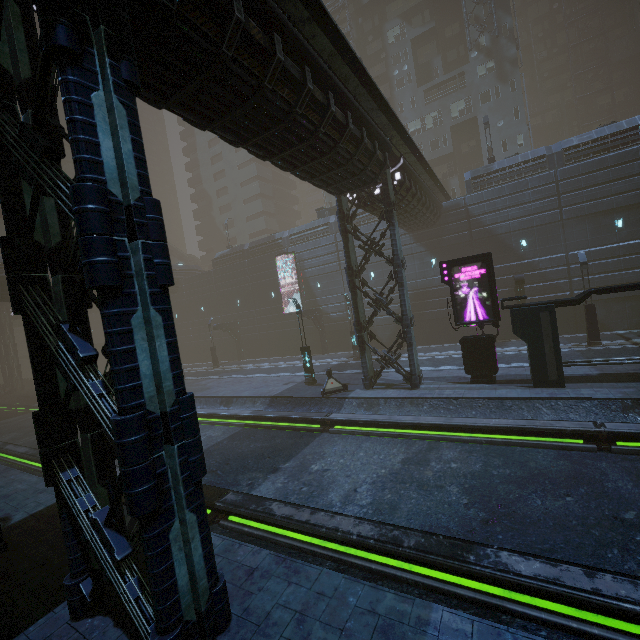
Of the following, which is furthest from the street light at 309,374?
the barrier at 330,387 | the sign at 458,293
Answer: the sign at 458,293

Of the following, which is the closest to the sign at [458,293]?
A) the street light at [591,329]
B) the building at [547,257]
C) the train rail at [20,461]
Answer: the building at [547,257]

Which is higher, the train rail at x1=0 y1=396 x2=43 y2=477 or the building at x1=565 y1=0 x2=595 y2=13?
the building at x1=565 y1=0 x2=595 y2=13

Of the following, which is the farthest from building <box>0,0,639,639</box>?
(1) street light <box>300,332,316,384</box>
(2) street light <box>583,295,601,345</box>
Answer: (1) street light <box>300,332,316,384</box>

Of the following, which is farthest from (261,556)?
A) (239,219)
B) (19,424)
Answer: (239,219)

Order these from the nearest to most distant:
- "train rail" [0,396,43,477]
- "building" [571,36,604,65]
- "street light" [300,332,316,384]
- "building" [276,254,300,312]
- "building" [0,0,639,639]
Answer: "building" [0,0,639,639], "train rail" [0,396,43,477], "street light" [300,332,316,384], "building" [276,254,300,312], "building" [571,36,604,65]

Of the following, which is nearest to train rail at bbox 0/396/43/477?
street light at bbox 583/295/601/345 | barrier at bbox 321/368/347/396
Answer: barrier at bbox 321/368/347/396

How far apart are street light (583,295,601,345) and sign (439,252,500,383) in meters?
8.4 m
